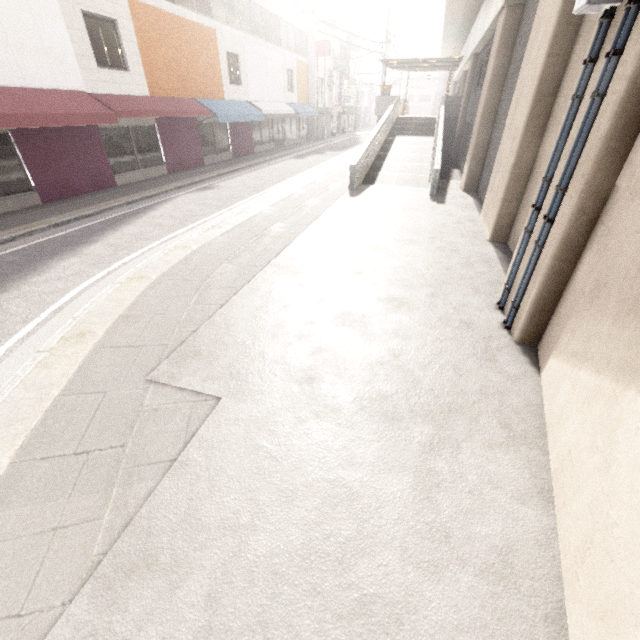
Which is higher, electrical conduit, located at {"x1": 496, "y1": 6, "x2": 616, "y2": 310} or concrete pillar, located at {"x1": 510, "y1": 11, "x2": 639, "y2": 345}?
electrical conduit, located at {"x1": 496, "y1": 6, "x2": 616, "y2": 310}

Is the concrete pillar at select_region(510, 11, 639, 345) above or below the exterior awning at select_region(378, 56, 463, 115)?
below

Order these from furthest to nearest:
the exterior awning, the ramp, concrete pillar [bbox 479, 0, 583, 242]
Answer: the exterior awning, the ramp, concrete pillar [bbox 479, 0, 583, 242]

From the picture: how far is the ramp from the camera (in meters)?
12.38

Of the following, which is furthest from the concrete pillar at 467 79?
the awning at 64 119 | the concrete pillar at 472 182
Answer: the awning at 64 119

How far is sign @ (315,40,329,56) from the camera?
27.5m

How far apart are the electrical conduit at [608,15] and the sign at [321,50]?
31.67m

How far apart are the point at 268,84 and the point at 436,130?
12.3m
